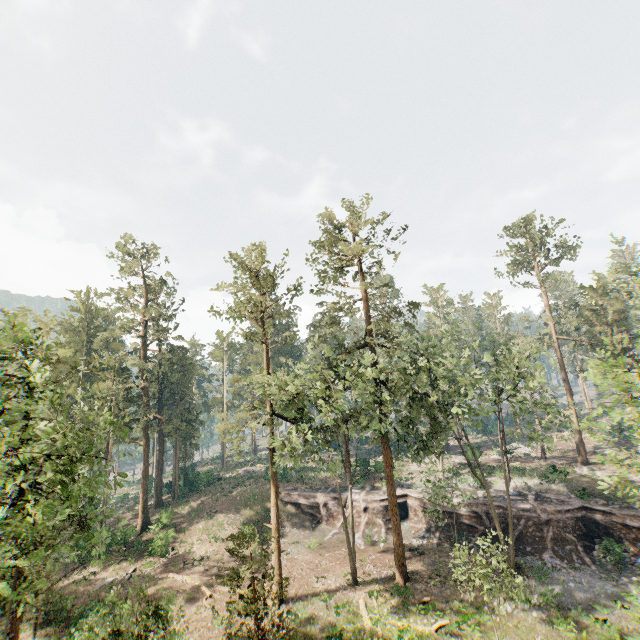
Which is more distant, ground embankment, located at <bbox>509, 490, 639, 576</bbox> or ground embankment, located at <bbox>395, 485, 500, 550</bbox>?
ground embankment, located at <bbox>395, 485, 500, 550</bbox>

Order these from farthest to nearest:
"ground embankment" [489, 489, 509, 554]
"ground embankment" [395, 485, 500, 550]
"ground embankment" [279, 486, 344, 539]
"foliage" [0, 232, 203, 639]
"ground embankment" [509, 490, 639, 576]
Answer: "ground embankment" [279, 486, 344, 539] → "ground embankment" [395, 485, 500, 550] → "ground embankment" [489, 489, 509, 554] → "ground embankment" [509, 490, 639, 576] → "foliage" [0, 232, 203, 639]

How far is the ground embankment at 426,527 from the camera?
30.5 meters

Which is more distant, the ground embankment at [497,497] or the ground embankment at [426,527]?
the ground embankment at [426,527]

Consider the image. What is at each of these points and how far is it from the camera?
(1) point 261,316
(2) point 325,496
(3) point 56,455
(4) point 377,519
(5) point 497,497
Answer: (1) foliage, 28.3m
(2) ground embankment, 37.7m
(3) foliage, 11.6m
(4) ground embankment, 34.3m
(5) ground embankment, 32.8m

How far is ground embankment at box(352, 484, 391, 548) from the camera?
32.52m

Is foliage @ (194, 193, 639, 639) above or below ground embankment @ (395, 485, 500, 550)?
above
